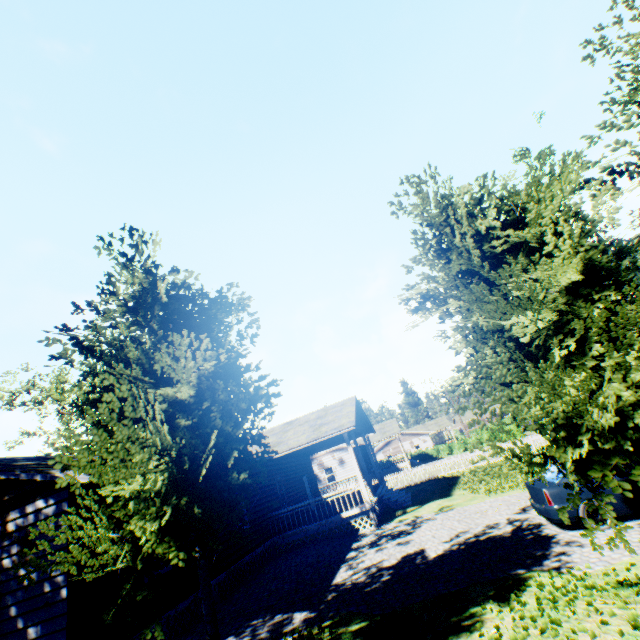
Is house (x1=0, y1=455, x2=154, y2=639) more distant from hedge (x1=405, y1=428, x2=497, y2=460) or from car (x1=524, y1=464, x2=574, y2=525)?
car (x1=524, y1=464, x2=574, y2=525)

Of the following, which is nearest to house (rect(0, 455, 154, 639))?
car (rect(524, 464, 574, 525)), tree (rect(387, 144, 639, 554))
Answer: tree (rect(387, 144, 639, 554))

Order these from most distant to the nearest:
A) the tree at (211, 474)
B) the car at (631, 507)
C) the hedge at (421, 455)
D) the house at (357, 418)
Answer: the hedge at (421, 455) < the house at (357, 418) < the car at (631, 507) < the tree at (211, 474)

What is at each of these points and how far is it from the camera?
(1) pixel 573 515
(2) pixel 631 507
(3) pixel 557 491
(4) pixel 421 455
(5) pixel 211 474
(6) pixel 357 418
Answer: (1) car, 8.2 meters
(2) car, 8.0 meters
(3) car, 8.5 meters
(4) hedge, 51.7 meters
(5) tree, 4.7 meters
(6) house, 22.6 meters

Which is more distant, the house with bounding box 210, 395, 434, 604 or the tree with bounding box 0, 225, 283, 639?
the house with bounding box 210, 395, 434, 604

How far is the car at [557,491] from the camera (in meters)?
8.35

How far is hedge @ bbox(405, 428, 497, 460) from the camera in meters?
50.5

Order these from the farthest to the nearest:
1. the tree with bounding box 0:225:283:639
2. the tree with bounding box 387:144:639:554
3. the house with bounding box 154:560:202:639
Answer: the house with bounding box 154:560:202:639, the tree with bounding box 0:225:283:639, the tree with bounding box 387:144:639:554
